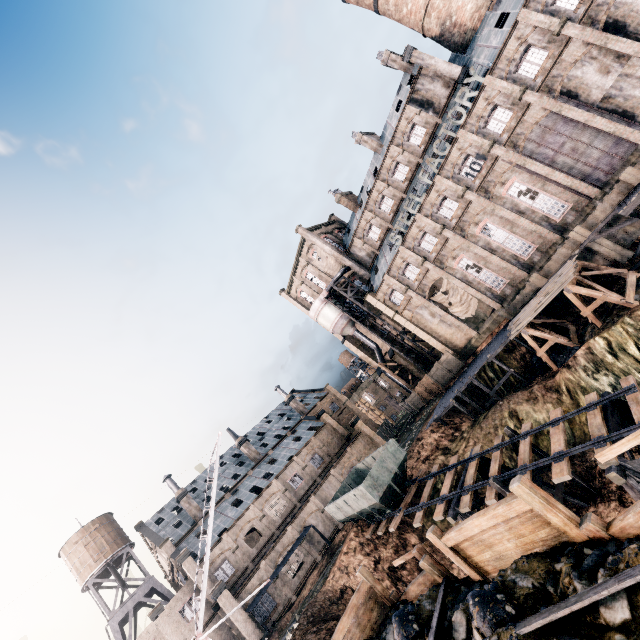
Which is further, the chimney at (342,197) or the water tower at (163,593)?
the chimney at (342,197)

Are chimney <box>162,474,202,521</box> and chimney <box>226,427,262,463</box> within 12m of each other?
yes

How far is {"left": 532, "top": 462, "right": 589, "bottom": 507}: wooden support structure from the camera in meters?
18.6 m

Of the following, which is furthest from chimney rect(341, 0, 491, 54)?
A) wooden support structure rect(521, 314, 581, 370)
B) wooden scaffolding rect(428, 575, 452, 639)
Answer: wooden scaffolding rect(428, 575, 452, 639)

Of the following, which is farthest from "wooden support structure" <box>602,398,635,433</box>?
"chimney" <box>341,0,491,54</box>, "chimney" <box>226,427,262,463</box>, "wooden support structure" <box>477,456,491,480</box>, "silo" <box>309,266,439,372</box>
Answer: "chimney" <box>226,427,262,463</box>

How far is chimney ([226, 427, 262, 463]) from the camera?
52.2m

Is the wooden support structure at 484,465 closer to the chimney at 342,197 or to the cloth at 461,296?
the cloth at 461,296

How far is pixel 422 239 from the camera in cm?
3972
